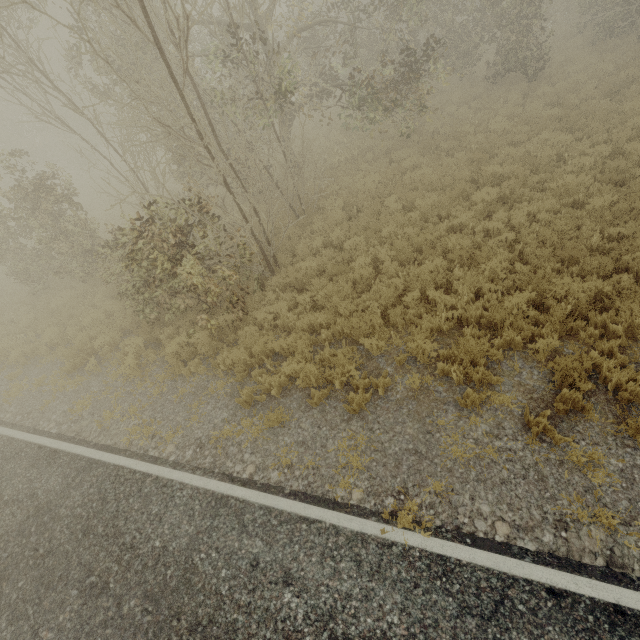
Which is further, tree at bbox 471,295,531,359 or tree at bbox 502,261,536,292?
tree at bbox 502,261,536,292

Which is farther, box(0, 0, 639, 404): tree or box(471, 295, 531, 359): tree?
box(0, 0, 639, 404): tree

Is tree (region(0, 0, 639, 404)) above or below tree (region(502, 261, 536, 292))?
above

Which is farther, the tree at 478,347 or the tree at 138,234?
the tree at 138,234

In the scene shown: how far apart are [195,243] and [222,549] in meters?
6.3 m

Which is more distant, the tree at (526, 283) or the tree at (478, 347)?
the tree at (526, 283)

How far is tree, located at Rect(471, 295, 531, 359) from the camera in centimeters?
573cm
